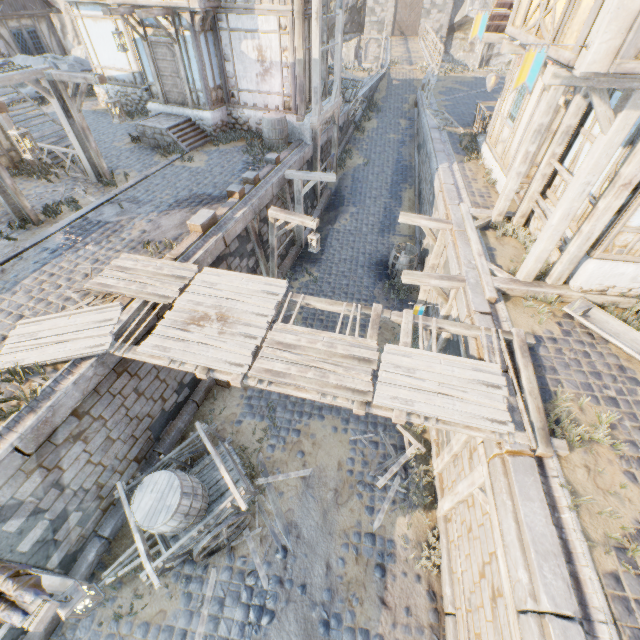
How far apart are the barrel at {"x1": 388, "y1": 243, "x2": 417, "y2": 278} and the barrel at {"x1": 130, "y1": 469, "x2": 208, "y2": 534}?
9.3m

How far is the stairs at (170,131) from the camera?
12.38m

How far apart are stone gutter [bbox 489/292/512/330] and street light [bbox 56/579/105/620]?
7.71m

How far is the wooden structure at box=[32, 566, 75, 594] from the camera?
5.2m

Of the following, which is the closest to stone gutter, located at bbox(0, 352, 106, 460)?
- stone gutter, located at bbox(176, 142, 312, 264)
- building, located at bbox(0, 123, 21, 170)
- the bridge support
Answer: stone gutter, located at bbox(176, 142, 312, 264)

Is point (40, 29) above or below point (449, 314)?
above

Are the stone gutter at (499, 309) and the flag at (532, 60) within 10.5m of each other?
yes

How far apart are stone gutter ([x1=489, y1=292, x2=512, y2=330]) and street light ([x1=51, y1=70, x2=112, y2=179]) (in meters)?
10.48
